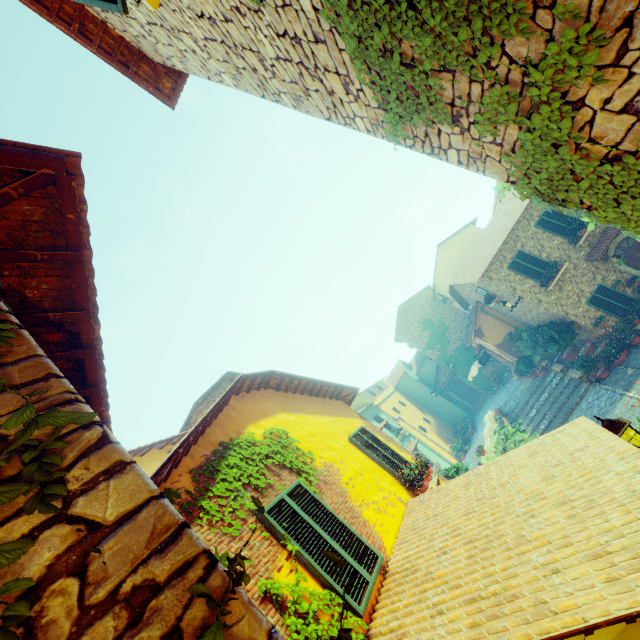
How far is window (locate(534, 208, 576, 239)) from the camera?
15.87m

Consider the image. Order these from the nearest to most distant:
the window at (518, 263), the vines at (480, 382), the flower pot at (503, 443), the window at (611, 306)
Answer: the flower pot at (503, 443) < the window at (611, 306) < the window at (518, 263) < the vines at (480, 382)

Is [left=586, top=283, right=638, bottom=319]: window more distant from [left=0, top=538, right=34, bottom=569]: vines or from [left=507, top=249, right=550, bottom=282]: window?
[left=0, top=538, right=34, bottom=569]: vines

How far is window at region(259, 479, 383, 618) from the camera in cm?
393

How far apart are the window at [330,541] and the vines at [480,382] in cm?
2740

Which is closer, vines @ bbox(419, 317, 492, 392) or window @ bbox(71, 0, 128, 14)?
window @ bbox(71, 0, 128, 14)

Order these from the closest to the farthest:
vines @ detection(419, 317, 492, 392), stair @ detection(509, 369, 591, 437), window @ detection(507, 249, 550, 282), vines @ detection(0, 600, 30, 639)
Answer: vines @ detection(0, 600, 30, 639)
stair @ detection(509, 369, 591, 437)
window @ detection(507, 249, 550, 282)
vines @ detection(419, 317, 492, 392)

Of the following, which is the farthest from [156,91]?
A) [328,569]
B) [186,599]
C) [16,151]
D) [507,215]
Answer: [507,215]
